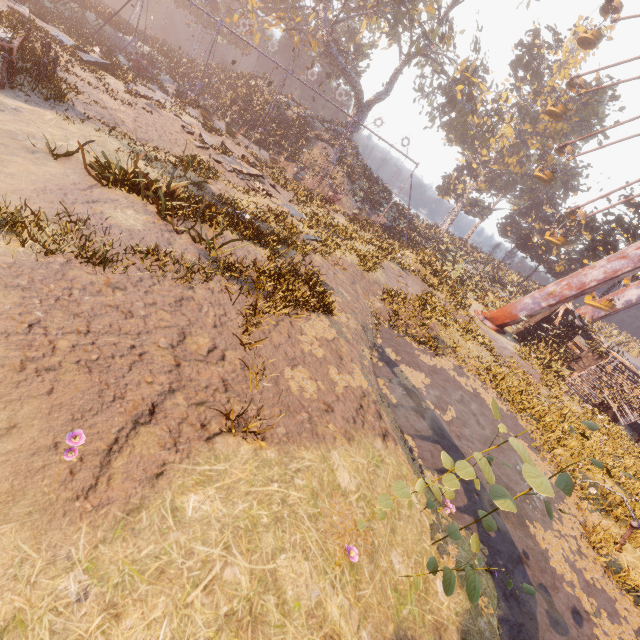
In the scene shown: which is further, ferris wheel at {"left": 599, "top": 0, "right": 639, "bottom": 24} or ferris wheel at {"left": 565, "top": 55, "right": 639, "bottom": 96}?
ferris wheel at {"left": 599, "top": 0, "right": 639, "bottom": 24}

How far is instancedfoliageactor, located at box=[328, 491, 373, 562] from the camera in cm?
399

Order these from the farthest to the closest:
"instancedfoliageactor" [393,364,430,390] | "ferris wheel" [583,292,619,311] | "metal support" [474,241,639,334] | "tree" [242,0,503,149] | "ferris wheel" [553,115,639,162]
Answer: "tree" [242,0,503,149] < "ferris wheel" [553,115,639,162] < "ferris wheel" [583,292,619,311] < "metal support" [474,241,639,334] < "instancedfoliageactor" [393,364,430,390]

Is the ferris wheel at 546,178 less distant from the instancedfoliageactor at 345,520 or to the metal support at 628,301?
the metal support at 628,301

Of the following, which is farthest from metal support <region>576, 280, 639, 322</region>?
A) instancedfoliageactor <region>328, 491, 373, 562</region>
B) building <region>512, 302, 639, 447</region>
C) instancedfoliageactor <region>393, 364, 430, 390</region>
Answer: instancedfoliageactor <region>328, 491, 373, 562</region>

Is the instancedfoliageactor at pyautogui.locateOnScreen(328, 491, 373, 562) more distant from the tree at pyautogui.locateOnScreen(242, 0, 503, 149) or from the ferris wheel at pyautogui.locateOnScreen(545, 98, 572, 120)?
the tree at pyautogui.locateOnScreen(242, 0, 503, 149)

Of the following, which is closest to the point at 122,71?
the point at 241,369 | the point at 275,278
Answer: the point at 275,278
